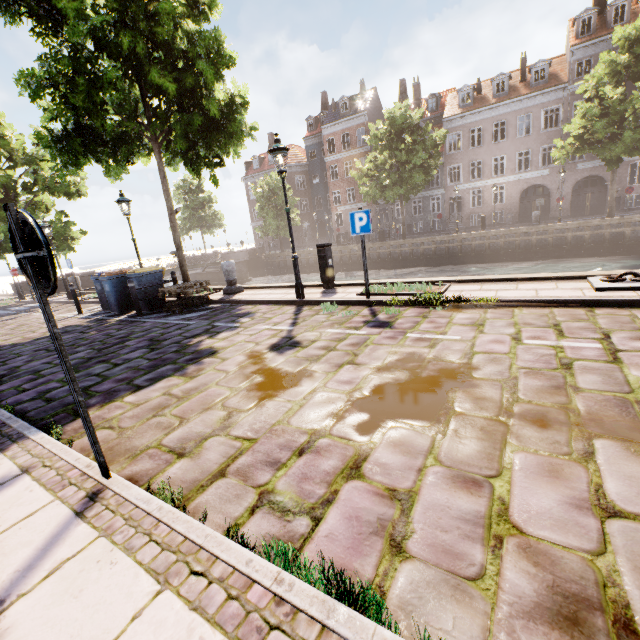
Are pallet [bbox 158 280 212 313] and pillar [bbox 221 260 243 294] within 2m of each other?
yes

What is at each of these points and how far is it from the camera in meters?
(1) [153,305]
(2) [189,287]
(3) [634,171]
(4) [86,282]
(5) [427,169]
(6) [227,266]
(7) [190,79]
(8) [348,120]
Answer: (1) trash bin, 10.2 m
(2) pallet, 9.4 m
(3) building, 30.5 m
(4) bridge, 22.5 m
(5) tree, 25.5 m
(6) pillar, 10.6 m
(7) tree, 9.1 m
(8) building, 37.0 m

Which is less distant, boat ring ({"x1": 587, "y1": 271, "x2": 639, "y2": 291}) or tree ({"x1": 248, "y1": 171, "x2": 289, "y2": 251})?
boat ring ({"x1": 587, "y1": 271, "x2": 639, "y2": 291})

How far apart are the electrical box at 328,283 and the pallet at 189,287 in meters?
3.4 m

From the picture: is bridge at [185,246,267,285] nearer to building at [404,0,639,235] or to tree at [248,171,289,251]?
tree at [248,171,289,251]

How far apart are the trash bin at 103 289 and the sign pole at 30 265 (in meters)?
9.57

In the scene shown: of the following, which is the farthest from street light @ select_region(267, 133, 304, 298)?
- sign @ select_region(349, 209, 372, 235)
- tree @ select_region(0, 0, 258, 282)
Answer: sign @ select_region(349, 209, 372, 235)

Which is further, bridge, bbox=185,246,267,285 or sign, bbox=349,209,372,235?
bridge, bbox=185,246,267,285
